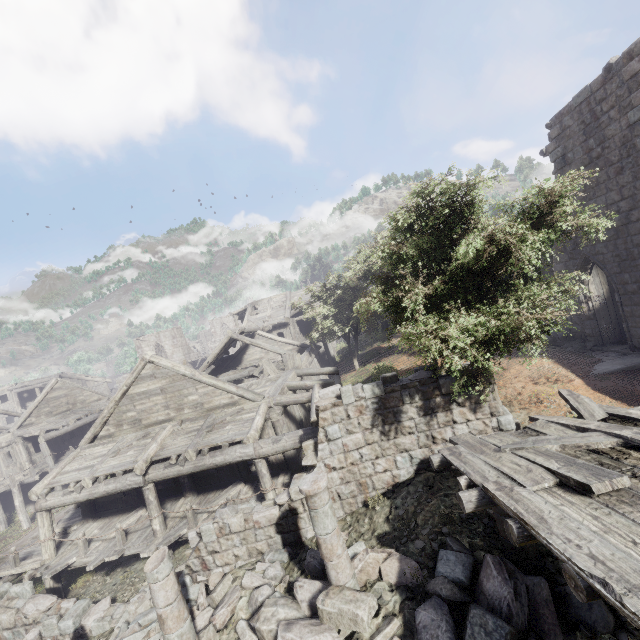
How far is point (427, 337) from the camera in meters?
7.2

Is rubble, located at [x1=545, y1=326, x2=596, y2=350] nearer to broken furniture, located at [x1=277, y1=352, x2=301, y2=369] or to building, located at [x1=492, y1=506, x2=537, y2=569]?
building, located at [x1=492, y1=506, x2=537, y2=569]

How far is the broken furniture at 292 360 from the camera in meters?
19.0

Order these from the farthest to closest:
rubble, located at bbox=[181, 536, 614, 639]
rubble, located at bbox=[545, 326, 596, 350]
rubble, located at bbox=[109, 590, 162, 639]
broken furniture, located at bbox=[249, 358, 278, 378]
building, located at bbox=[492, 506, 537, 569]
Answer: broken furniture, located at bbox=[249, 358, 278, 378] → rubble, located at bbox=[545, 326, 596, 350] → rubble, located at bbox=[109, 590, 162, 639] → building, located at bbox=[492, 506, 537, 569] → rubble, located at bbox=[181, 536, 614, 639]

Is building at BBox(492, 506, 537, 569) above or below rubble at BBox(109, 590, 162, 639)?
above

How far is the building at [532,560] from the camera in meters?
5.9

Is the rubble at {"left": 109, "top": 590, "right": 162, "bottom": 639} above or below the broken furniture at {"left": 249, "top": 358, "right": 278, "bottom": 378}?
below

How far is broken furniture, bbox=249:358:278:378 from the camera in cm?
1872
